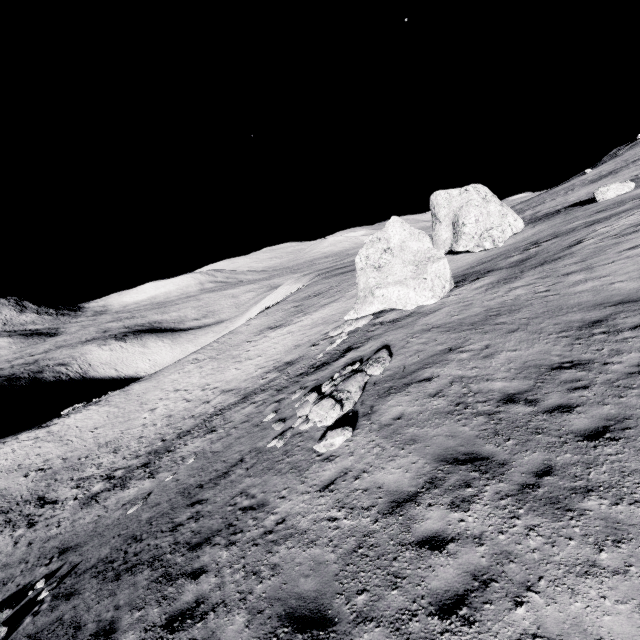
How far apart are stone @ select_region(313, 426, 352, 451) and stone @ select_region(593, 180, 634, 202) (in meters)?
31.36

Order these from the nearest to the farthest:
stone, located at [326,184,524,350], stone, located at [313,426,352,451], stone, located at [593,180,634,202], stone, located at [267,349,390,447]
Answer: stone, located at [313,426,352,451] < stone, located at [267,349,390,447] < stone, located at [326,184,524,350] < stone, located at [593,180,634,202]

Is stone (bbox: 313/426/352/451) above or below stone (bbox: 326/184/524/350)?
below

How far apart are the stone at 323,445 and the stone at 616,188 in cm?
3136

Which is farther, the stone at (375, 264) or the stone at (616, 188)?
the stone at (616, 188)

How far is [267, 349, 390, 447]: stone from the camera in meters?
11.5 m

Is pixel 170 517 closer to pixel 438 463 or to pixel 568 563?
pixel 438 463

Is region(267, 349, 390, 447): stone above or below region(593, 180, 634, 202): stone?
below
